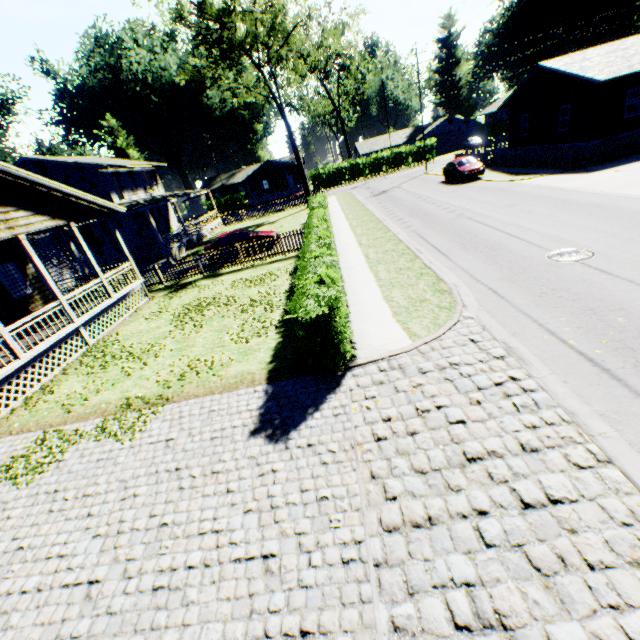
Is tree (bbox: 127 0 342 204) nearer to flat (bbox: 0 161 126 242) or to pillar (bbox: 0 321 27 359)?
flat (bbox: 0 161 126 242)

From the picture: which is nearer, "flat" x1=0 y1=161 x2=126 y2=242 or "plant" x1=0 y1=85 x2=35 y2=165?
"flat" x1=0 y1=161 x2=126 y2=242

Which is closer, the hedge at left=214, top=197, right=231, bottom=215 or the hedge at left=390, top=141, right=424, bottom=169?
the hedge at left=390, top=141, right=424, bottom=169

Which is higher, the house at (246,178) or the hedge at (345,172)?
the house at (246,178)

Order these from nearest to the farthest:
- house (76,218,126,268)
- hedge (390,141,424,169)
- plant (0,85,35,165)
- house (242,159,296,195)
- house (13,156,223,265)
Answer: house (76,218,126,268) → house (13,156,223,265) → plant (0,85,35,165) → hedge (390,141,424,169) → house (242,159,296,195)

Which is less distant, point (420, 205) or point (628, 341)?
point (628, 341)

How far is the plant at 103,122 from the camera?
52.7m

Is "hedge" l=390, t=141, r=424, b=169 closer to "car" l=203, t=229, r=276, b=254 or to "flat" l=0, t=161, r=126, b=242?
"car" l=203, t=229, r=276, b=254
